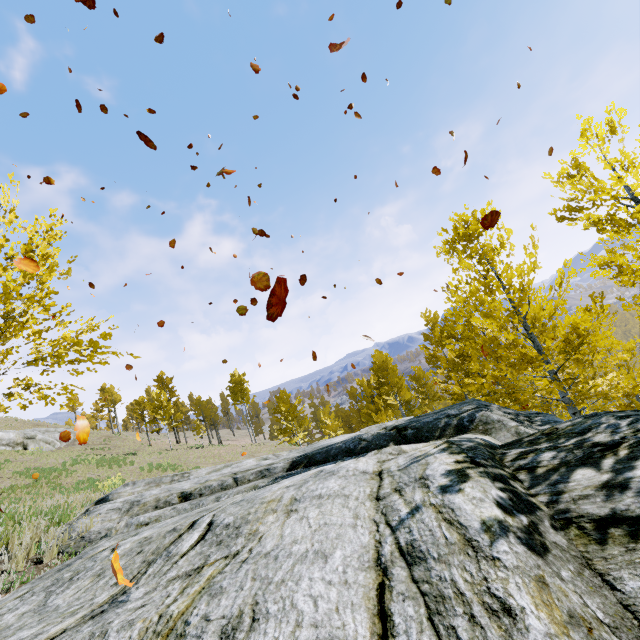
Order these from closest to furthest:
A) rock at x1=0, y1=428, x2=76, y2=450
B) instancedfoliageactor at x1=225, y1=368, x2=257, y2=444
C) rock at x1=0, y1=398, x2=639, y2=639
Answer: rock at x1=0, y1=398, x2=639, y2=639, rock at x1=0, y1=428, x2=76, y2=450, instancedfoliageactor at x1=225, y1=368, x2=257, y2=444

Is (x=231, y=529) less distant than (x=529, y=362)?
Yes

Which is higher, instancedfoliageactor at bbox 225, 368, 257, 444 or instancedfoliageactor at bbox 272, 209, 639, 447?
instancedfoliageactor at bbox 225, 368, 257, 444

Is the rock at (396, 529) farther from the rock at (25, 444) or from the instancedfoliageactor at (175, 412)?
the rock at (25, 444)

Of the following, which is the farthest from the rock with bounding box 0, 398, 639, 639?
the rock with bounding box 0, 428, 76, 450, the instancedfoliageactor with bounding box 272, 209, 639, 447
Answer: the rock with bounding box 0, 428, 76, 450

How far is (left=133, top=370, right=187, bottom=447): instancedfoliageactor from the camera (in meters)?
33.47

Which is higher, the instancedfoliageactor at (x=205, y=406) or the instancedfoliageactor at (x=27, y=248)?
the instancedfoliageactor at (x=205, y=406)
